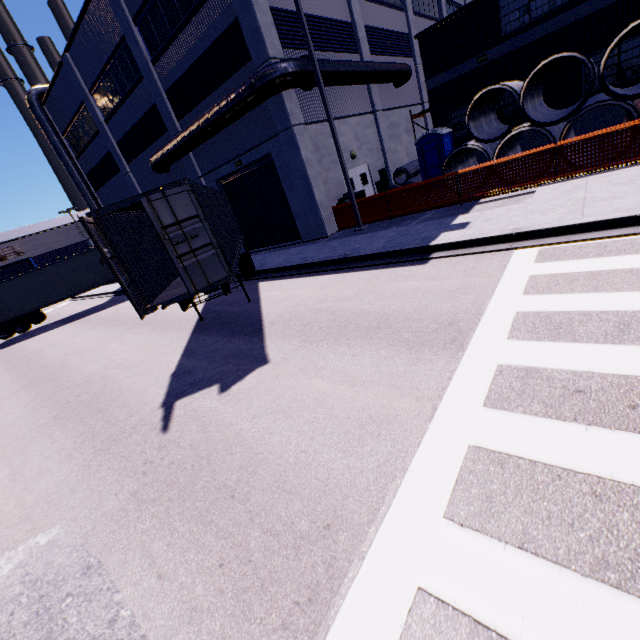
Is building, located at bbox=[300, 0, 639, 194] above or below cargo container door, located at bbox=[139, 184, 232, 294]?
above

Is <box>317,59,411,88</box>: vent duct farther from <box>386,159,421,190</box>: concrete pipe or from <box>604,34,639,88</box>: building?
<box>386,159,421,190</box>: concrete pipe

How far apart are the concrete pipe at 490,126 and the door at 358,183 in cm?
490

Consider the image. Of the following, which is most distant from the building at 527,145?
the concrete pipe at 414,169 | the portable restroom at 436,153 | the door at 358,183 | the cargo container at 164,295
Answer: the portable restroom at 436,153

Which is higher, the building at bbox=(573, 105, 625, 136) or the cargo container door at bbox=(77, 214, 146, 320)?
the cargo container door at bbox=(77, 214, 146, 320)

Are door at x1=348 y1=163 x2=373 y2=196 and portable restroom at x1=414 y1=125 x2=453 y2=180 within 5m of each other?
yes

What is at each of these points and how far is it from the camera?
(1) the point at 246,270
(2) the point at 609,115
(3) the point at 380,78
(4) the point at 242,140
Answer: (1) semi trailer, 13.34m
(2) building, 15.05m
(3) vent duct, 17.55m
(4) building, 16.30m

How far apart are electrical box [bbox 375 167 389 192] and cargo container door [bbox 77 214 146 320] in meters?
17.1
